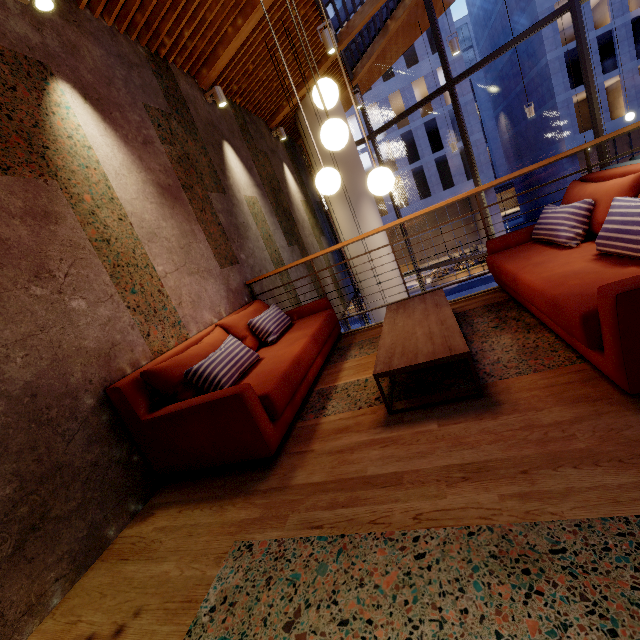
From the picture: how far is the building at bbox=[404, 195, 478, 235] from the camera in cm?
3260

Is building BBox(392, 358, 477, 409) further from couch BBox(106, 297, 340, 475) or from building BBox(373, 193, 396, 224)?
building BBox(373, 193, 396, 224)

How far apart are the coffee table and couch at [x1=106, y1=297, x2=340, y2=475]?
0.6m

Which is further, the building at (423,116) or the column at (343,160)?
the building at (423,116)

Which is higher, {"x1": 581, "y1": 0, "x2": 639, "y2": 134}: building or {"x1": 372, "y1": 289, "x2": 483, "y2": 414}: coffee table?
{"x1": 581, "y1": 0, "x2": 639, "y2": 134}: building

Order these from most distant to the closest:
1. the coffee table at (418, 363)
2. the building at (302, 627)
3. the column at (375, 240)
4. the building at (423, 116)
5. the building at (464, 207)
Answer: the building at (464, 207) → the building at (423, 116) → the column at (375, 240) → the coffee table at (418, 363) → the building at (302, 627)

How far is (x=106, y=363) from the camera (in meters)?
2.35

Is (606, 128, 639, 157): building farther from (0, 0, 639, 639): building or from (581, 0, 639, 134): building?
(0, 0, 639, 639): building
